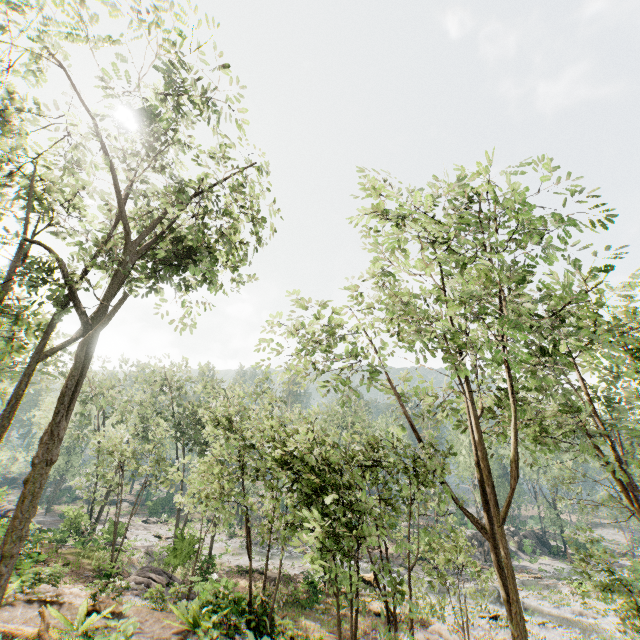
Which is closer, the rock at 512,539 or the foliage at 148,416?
the foliage at 148,416

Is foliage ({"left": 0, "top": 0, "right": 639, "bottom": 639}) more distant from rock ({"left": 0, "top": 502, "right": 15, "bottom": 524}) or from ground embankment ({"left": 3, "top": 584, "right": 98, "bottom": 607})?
ground embankment ({"left": 3, "top": 584, "right": 98, "bottom": 607})

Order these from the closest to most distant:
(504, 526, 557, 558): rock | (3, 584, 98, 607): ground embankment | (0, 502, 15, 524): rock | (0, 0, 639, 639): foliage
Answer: (0, 0, 639, 639): foliage, (3, 584, 98, 607): ground embankment, (0, 502, 15, 524): rock, (504, 526, 557, 558): rock

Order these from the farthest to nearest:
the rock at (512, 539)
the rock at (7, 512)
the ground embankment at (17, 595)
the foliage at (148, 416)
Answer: the rock at (512, 539), the rock at (7, 512), the ground embankment at (17, 595), the foliage at (148, 416)

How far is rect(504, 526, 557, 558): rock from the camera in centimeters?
4354cm

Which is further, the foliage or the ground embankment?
the ground embankment

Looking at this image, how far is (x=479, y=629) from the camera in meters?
20.7 m

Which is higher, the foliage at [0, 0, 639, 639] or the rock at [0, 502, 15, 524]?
the foliage at [0, 0, 639, 639]
